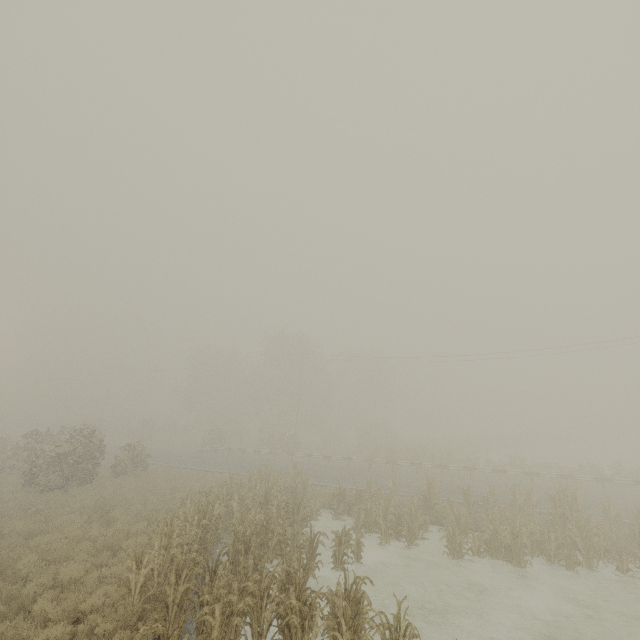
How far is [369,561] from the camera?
12.6 meters

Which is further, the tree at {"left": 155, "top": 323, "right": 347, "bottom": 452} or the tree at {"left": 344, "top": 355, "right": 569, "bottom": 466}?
the tree at {"left": 155, "top": 323, "right": 347, "bottom": 452}

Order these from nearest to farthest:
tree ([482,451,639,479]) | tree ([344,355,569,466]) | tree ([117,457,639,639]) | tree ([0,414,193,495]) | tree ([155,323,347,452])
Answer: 1. tree ([117,457,639,639])
2. tree ([0,414,193,495])
3. tree ([482,451,639,479])
4. tree ([344,355,569,466])
5. tree ([155,323,347,452])

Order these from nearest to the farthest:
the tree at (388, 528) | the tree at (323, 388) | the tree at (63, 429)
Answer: the tree at (388, 528) → the tree at (63, 429) → the tree at (323, 388)

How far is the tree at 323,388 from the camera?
43.6m

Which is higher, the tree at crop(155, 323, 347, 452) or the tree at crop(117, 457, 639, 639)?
the tree at crop(155, 323, 347, 452)

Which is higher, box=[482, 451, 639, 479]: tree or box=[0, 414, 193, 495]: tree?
box=[0, 414, 193, 495]: tree
